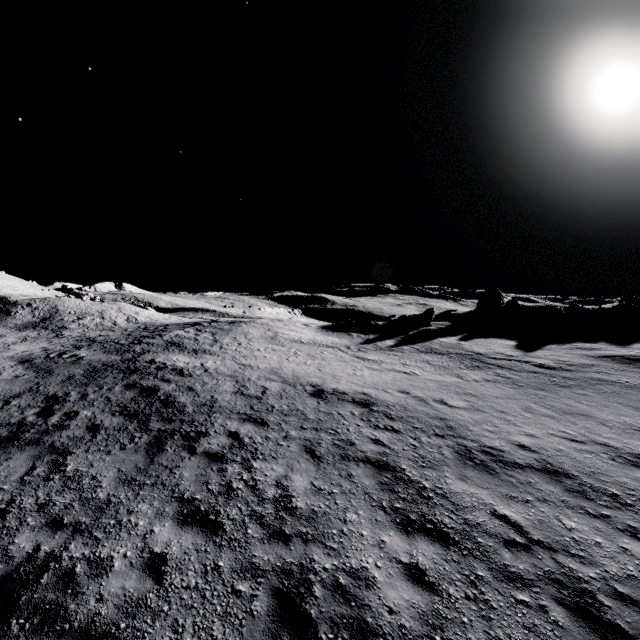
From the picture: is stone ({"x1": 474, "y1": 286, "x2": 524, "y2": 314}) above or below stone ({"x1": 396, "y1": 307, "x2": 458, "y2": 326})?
above

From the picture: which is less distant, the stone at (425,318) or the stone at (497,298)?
the stone at (425,318)

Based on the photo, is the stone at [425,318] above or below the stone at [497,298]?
below

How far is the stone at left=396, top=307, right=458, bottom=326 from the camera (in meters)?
35.94

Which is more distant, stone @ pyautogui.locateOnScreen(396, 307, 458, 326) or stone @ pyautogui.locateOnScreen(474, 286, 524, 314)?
stone @ pyautogui.locateOnScreen(474, 286, 524, 314)

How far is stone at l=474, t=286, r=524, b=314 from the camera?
41.68m

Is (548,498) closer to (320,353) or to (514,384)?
(514,384)
